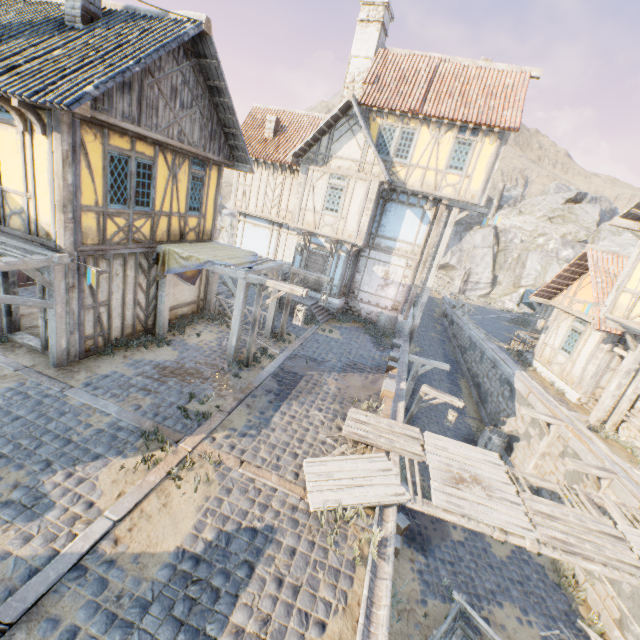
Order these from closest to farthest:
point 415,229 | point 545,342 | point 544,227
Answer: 1. point 415,229
2. point 545,342
3. point 544,227

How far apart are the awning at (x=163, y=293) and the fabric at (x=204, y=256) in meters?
0.0 m

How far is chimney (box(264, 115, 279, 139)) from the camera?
17.59m

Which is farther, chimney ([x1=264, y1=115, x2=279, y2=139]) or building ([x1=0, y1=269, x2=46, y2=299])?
chimney ([x1=264, y1=115, x2=279, y2=139])

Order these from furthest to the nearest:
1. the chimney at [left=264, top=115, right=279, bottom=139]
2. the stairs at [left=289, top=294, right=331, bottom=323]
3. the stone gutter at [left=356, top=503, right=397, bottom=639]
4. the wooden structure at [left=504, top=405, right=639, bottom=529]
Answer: the chimney at [left=264, top=115, right=279, bottom=139]
the stairs at [left=289, top=294, right=331, bottom=323]
the wooden structure at [left=504, top=405, right=639, bottom=529]
the stone gutter at [left=356, top=503, right=397, bottom=639]

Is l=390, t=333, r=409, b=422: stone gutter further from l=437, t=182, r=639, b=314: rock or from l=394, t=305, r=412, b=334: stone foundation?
l=437, t=182, r=639, b=314: rock

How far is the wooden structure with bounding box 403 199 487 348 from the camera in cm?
1496

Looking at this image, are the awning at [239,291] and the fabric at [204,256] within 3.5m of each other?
yes
